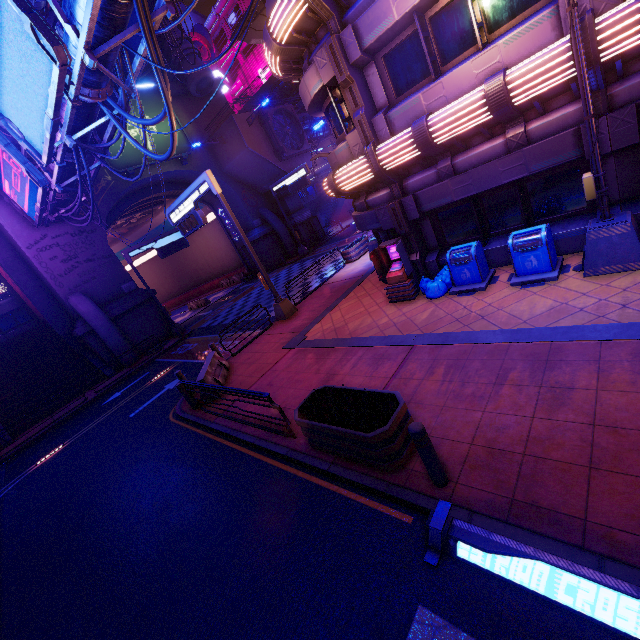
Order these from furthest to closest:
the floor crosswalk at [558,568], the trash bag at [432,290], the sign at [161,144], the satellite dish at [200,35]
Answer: the satellite dish at [200,35], the sign at [161,144], the trash bag at [432,290], the floor crosswalk at [558,568]

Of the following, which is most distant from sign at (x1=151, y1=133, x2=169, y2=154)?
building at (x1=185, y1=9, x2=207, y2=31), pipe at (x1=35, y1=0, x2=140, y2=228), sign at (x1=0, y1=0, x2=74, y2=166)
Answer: building at (x1=185, y1=9, x2=207, y2=31)

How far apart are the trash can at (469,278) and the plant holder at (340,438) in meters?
4.8 m

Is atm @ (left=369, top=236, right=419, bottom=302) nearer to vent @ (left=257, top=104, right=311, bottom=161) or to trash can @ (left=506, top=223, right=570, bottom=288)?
trash can @ (left=506, top=223, right=570, bottom=288)

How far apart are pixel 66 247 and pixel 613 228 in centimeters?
2911cm

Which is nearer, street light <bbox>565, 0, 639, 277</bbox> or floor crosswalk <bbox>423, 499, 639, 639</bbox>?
floor crosswalk <bbox>423, 499, 639, 639</bbox>

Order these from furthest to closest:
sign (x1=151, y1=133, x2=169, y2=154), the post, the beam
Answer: sign (x1=151, y1=133, x2=169, y2=154), the beam, the post

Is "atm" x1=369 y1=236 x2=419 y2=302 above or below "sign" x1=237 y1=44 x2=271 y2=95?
below
